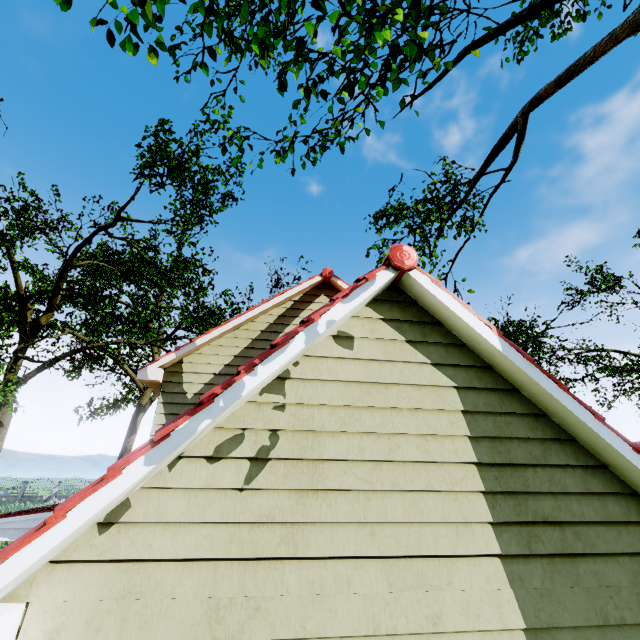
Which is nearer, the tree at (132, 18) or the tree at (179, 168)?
the tree at (132, 18)

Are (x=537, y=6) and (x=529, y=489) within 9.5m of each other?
yes

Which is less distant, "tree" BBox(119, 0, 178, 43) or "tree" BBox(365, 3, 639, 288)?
"tree" BBox(119, 0, 178, 43)

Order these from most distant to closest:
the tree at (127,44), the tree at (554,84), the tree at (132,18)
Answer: the tree at (554,84)
the tree at (127,44)
the tree at (132,18)

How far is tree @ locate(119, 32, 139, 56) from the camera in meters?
5.4

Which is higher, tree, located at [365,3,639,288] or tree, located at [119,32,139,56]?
tree, located at [365,3,639,288]
